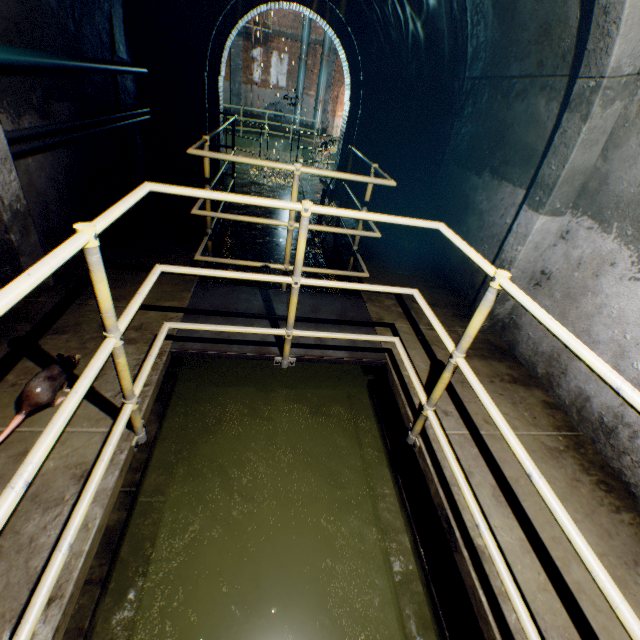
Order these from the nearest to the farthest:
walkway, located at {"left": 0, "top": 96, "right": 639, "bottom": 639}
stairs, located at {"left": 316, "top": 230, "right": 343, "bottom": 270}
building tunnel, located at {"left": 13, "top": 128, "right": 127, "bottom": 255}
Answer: walkway, located at {"left": 0, "top": 96, "right": 639, "bottom": 639} → building tunnel, located at {"left": 13, "top": 128, "right": 127, "bottom": 255} → stairs, located at {"left": 316, "top": 230, "right": 343, "bottom": 270}

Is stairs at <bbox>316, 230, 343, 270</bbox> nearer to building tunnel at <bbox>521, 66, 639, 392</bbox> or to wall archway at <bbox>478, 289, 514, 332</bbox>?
building tunnel at <bbox>521, 66, 639, 392</bbox>

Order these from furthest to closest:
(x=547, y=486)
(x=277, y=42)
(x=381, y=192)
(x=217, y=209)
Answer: (x=277, y=42) < (x=381, y=192) < (x=217, y=209) < (x=547, y=486)

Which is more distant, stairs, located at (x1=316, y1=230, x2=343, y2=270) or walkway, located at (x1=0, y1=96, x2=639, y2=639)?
stairs, located at (x1=316, y1=230, x2=343, y2=270)

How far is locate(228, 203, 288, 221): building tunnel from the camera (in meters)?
8.02

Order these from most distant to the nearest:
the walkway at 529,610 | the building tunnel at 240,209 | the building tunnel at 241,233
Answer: the building tunnel at 240,209 < the building tunnel at 241,233 < the walkway at 529,610

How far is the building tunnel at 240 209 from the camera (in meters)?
A: 8.02

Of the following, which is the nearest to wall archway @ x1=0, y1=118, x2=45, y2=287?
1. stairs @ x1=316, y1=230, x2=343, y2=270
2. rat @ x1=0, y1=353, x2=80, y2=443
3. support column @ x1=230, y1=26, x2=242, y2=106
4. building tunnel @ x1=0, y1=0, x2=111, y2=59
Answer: building tunnel @ x1=0, y1=0, x2=111, y2=59
